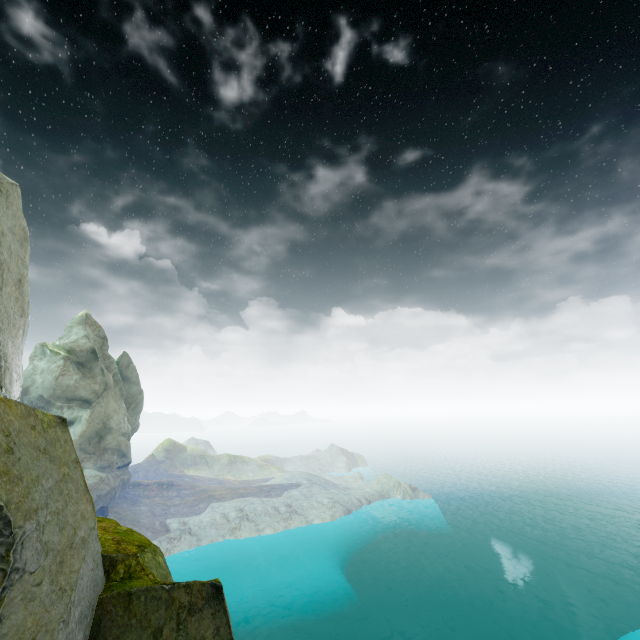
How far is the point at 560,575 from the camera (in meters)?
50.16
